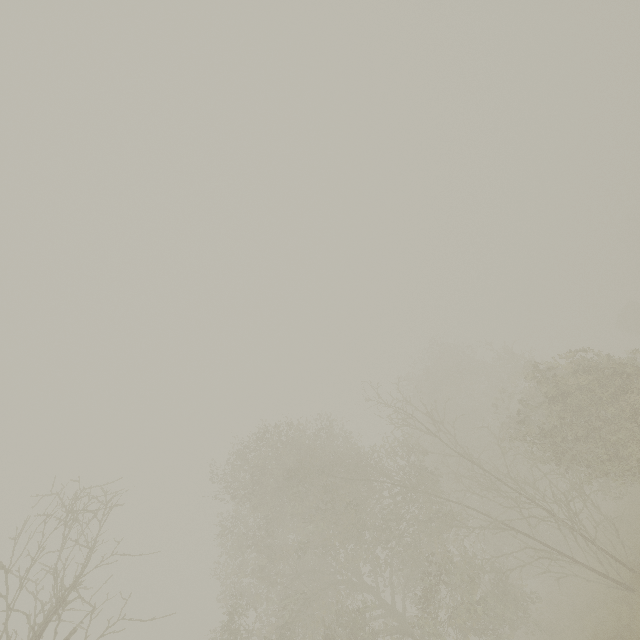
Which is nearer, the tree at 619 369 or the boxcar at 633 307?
the tree at 619 369

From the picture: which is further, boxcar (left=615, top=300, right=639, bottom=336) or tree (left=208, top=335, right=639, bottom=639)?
boxcar (left=615, top=300, right=639, bottom=336)

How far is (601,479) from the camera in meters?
15.4 m
